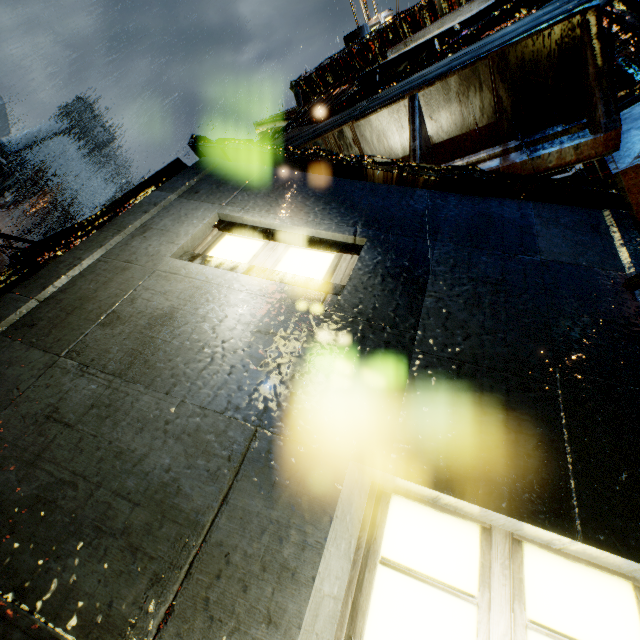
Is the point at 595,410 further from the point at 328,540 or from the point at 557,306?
the point at 328,540

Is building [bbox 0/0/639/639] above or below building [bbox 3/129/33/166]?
below

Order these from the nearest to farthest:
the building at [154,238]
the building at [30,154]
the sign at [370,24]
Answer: the building at [154,238] → the sign at [370,24] → the building at [30,154]

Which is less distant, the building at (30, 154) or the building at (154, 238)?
the building at (154, 238)

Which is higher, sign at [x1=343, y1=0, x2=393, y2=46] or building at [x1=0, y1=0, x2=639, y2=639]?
sign at [x1=343, y1=0, x2=393, y2=46]

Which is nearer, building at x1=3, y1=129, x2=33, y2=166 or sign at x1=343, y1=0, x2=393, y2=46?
sign at x1=343, y1=0, x2=393, y2=46

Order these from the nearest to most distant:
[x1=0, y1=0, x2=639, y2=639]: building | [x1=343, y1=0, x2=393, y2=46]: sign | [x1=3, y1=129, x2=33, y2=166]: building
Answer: [x1=0, y1=0, x2=639, y2=639]: building < [x1=343, y1=0, x2=393, y2=46]: sign < [x1=3, y1=129, x2=33, y2=166]: building
